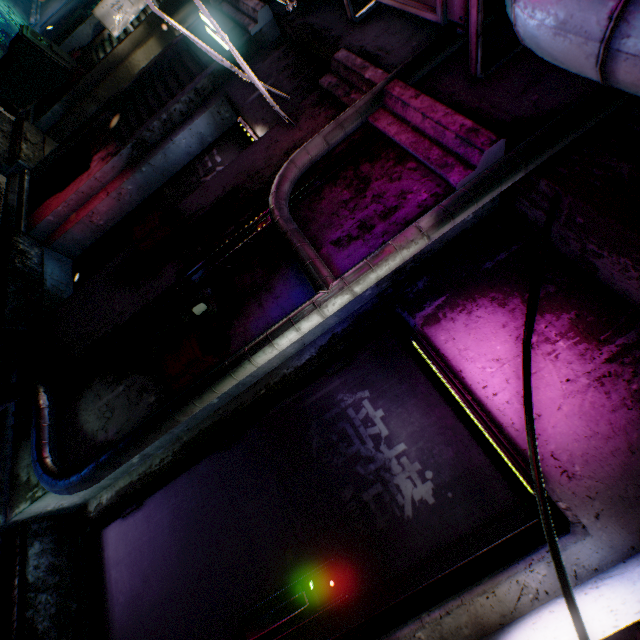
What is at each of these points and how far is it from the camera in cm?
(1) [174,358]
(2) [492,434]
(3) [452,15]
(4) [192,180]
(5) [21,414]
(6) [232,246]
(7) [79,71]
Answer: (1) mailbox, 143
(2) fluorescent light, 115
(3) air conditioner, 135
(4) door, 274
(5) building, 185
(6) building, 167
(7) mailbox, 399

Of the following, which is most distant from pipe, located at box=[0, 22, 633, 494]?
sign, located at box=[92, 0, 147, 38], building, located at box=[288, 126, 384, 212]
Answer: sign, located at box=[92, 0, 147, 38]

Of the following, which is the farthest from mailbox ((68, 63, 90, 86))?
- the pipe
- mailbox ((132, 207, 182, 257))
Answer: the pipe

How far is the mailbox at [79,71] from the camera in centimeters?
400cm

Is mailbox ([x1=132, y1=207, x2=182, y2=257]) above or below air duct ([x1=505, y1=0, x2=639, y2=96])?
below

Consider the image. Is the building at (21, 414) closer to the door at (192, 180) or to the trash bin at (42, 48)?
the door at (192, 180)

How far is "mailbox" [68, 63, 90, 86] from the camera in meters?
4.0

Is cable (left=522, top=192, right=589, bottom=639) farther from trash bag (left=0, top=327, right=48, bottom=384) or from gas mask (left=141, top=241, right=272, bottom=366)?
trash bag (left=0, top=327, right=48, bottom=384)
